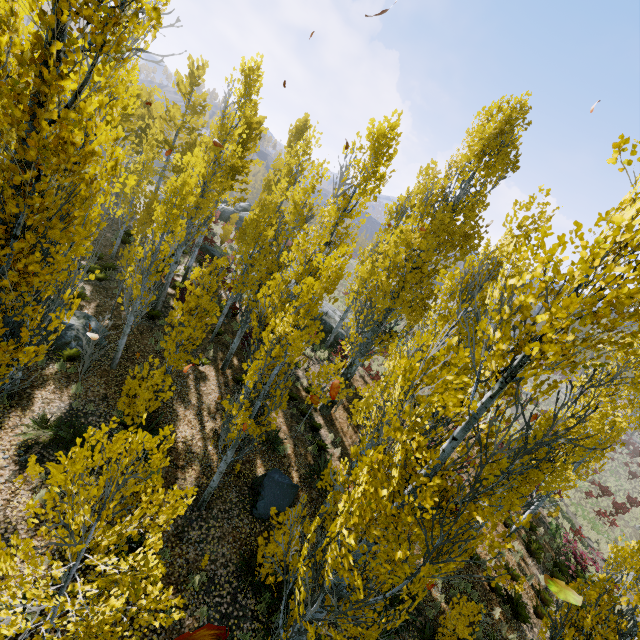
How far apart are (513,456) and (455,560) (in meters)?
6.91

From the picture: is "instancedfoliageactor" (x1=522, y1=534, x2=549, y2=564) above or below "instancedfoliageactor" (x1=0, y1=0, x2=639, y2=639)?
below

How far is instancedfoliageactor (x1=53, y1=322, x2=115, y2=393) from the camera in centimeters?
946cm

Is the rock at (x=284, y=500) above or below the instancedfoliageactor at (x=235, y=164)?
below

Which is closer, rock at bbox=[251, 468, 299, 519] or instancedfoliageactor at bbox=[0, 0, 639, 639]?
instancedfoliageactor at bbox=[0, 0, 639, 639]

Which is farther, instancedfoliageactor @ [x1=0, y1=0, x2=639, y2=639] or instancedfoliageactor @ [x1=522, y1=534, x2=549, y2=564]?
instancedfoliageactor @ [x1=522, y1=534, x2=549, y2=564]

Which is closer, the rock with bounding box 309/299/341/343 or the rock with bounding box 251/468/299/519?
the rock with bounding box 251/468/299/519

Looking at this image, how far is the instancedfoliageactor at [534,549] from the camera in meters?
14.2
